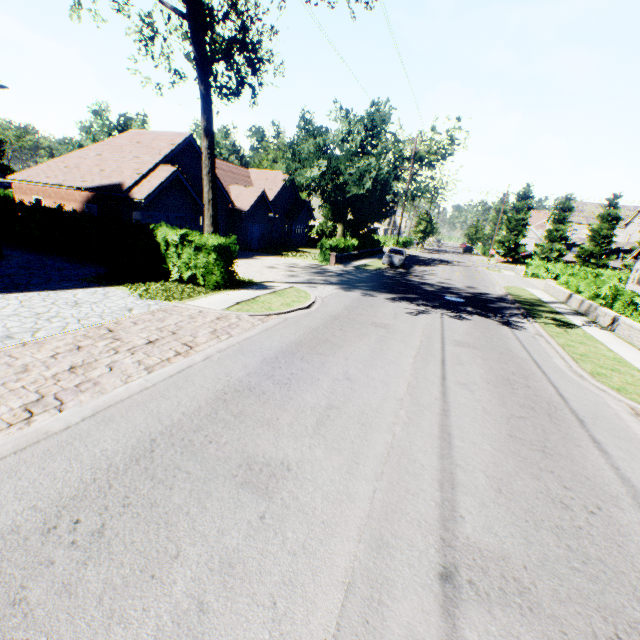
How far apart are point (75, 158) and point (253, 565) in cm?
2801

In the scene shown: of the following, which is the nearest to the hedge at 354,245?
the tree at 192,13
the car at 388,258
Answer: the tree at 192,13

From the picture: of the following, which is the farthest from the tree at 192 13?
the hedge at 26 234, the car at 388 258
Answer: the car at 388 258

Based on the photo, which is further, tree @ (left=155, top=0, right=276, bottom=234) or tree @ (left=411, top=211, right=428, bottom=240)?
tree @ (left=411, top=211, right=428, bottom=240)

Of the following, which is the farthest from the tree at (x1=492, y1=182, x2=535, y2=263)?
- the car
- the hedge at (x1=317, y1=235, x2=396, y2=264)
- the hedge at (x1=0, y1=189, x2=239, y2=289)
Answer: the car

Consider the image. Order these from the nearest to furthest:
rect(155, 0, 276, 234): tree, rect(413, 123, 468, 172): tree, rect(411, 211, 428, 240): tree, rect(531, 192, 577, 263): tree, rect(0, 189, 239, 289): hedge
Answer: rect(155, 0, 276, 234): tree < rect(0, 189, 239, 289): hedge < rect(531, 192, 577, 263): tree < rect(413, 123, 468, 172): tree < rect(411, 211, 428, 240): tree

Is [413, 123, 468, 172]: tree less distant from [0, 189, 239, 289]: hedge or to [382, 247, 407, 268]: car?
[0, 189, 239, 289]: hedge
